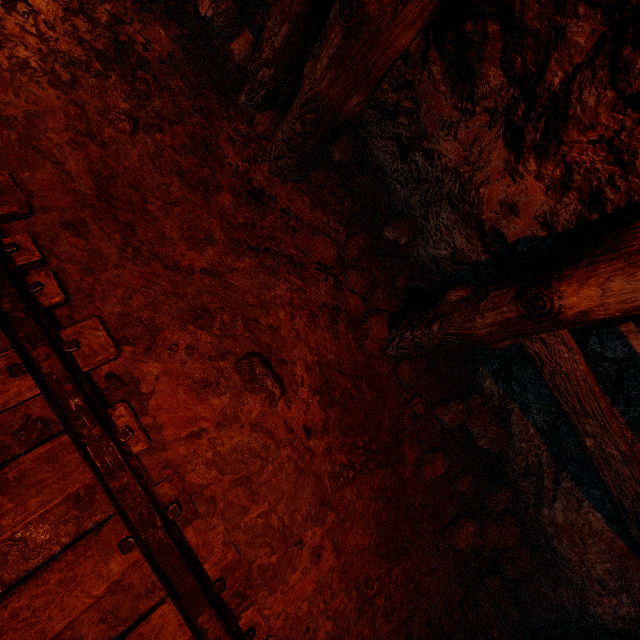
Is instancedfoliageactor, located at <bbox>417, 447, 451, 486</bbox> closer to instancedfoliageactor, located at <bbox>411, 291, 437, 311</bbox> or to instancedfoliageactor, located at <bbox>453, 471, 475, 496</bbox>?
instancedfoliageactor, located at <bbox>453, 471, 475, 496</bbox>

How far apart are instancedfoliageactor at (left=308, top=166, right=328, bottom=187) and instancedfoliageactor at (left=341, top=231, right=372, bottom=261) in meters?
0.4 m

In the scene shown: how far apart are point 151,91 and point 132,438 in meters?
2.0

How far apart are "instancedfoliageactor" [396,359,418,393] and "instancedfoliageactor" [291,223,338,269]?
0.57m

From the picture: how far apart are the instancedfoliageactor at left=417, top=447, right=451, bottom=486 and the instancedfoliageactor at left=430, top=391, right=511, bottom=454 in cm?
24

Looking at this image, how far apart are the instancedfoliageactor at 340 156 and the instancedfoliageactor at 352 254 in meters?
0.6 m

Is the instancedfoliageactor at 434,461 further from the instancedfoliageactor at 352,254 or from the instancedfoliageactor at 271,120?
the instancedfoliageactor at 271,120

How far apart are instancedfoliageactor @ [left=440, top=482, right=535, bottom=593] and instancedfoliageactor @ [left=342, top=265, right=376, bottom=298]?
1.59m
